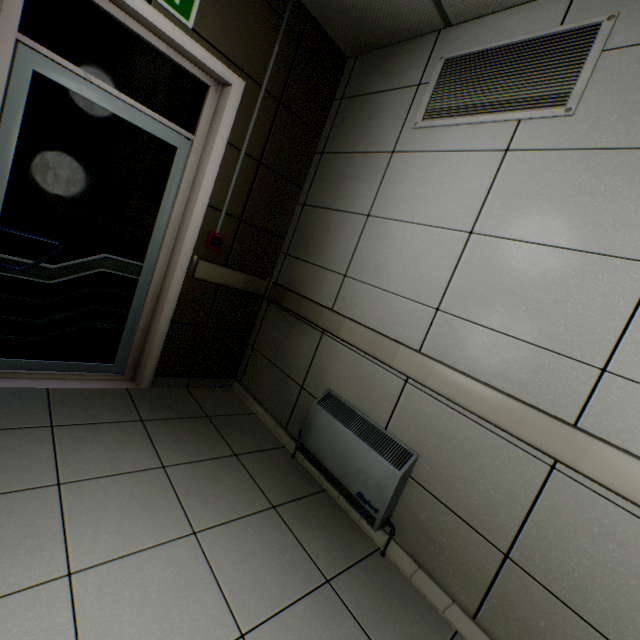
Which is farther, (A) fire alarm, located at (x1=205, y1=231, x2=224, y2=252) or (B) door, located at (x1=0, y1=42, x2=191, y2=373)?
(A) fire alarm, located at (x1=205, y1=231, x2=224, y2=252)

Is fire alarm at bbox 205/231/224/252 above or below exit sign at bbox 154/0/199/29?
below

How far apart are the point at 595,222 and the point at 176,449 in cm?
267

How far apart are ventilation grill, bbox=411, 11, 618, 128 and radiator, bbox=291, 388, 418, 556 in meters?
2.0 m

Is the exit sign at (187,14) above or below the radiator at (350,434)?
above

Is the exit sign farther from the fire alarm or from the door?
the fire alarm

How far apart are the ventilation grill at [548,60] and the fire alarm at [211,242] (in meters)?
1.75

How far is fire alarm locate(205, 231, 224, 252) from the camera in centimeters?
261cm
